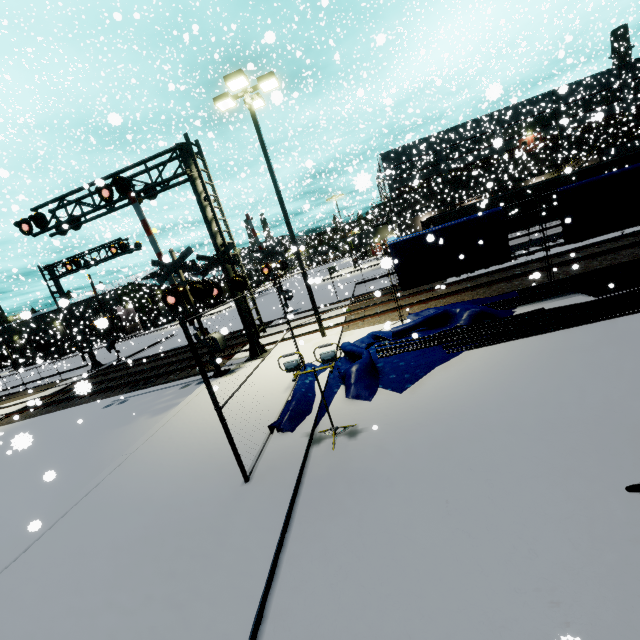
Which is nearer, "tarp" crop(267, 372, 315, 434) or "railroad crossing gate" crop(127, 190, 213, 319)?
"tarp" crop(267, 372, 315, 434)

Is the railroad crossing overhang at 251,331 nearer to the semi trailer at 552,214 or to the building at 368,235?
the semi trailer at 552,214

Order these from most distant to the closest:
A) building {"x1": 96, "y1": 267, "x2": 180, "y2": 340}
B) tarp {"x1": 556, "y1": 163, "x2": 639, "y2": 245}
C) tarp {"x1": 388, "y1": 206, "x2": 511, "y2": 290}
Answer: building {"x1": 96, "y1": 267, "x2": 180, "y2": 340}, tarp {"x1": 388, "y1": 206, "x2": 511, "y2": 290}, tarp {"x1": 556, "y1": 163, "x2": 639, "y2": 245}

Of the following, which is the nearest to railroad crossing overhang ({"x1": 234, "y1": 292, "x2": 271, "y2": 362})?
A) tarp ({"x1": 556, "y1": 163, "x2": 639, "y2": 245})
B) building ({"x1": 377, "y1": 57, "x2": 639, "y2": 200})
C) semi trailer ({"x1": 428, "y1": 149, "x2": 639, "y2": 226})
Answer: tarp ({"x1": 556, "y1": 163, "x2": 639, "y2": 245})

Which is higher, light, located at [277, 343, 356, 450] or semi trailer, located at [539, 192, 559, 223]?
light, located at [277, 343, 356, 450]

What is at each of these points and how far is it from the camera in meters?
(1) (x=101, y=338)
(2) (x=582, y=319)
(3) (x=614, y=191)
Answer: (1) building, 54.2 m
(2) pipe, 7.9 m
(3) tarp, 10.3 m

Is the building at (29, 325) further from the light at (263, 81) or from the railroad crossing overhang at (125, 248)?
the railroad crossing overhang at (125, 248)

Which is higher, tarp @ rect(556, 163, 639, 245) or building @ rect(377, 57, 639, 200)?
building @ rect(377, 57, 639, 200)
